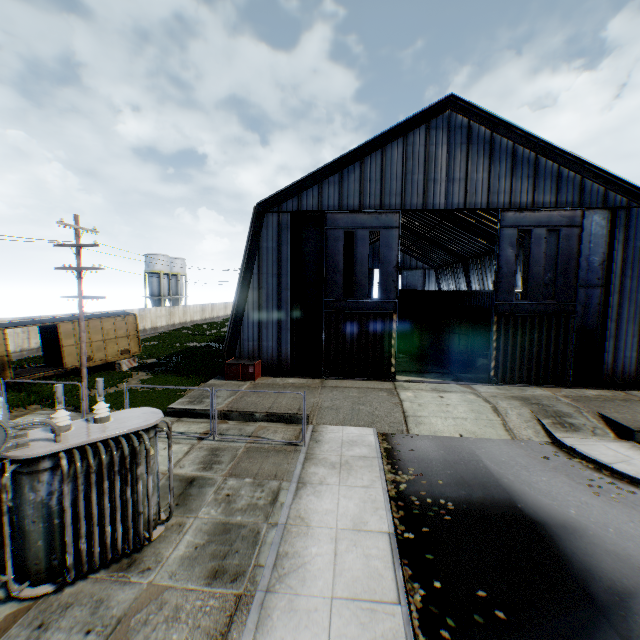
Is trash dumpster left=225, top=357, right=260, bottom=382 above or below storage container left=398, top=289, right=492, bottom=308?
below

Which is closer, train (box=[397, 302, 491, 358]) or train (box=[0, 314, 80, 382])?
train (box=[0, 314, 80, 382])

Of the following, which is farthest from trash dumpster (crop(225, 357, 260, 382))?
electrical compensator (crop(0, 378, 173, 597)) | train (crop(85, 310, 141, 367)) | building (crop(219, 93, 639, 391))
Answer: electrical compensator (crop(0, 378, 173, 597))

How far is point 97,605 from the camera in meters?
6.1 m

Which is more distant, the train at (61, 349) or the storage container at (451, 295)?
the storage container at (451, 295)

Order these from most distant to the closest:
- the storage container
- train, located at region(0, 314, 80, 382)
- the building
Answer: the storage container < train, located at region(0, 314, 80, 382) < the building

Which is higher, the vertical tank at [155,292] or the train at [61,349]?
the vertical tank at [155,292]

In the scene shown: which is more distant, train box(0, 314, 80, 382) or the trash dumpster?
the trash dumpster
